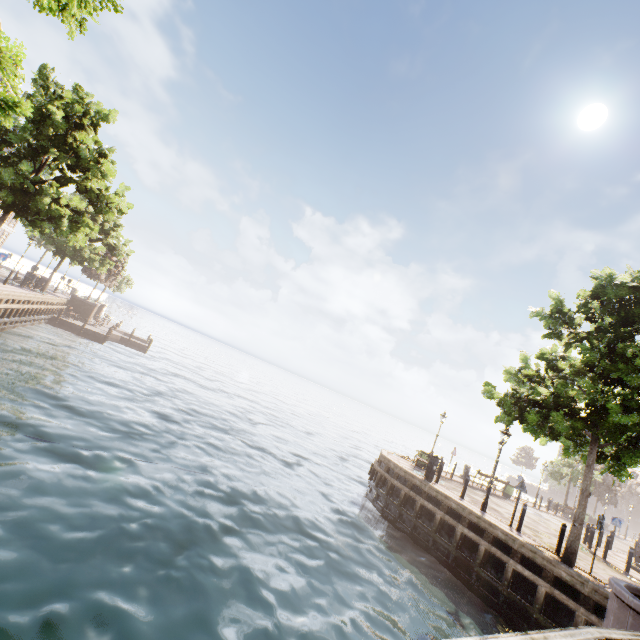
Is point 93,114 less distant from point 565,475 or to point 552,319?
point 552,319

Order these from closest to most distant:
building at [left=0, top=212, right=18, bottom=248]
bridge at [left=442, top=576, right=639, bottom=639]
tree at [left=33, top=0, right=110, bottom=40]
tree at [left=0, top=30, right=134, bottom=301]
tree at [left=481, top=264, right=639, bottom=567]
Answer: bridge at [left=442, top=576, right=639, bottom=639] < tree at [left=33, top=0, right=110, bottom=40] < tree at [left=481, top=264, right=639, bottom=567] < tree at [left=0, top=30, right=134, bottom=301] < building at [left=0, top=212, right=18, bottom=248]

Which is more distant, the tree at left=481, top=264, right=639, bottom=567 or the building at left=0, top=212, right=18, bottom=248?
the building at left=0, top=212, right=18, bottom=248

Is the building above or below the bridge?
above

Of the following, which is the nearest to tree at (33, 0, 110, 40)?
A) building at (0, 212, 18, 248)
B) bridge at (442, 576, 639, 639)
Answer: bridge at (442, 576, 639, 639)

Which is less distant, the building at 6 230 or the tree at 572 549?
the tree at 572 549
